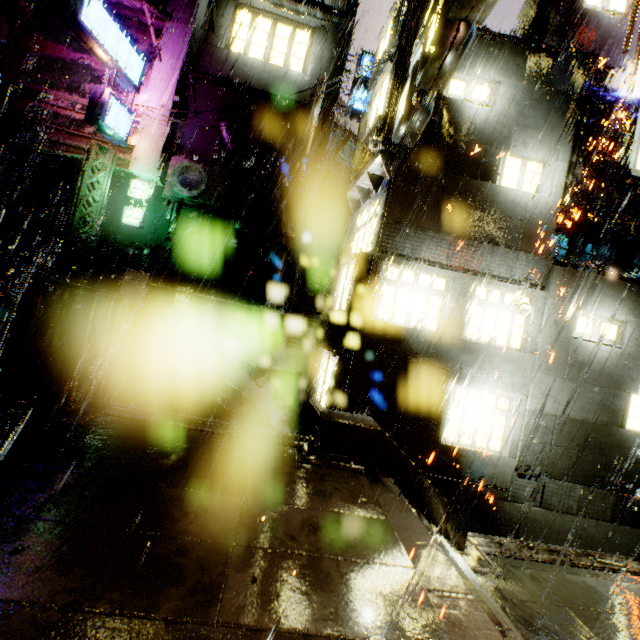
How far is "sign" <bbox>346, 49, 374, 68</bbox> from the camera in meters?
19.8

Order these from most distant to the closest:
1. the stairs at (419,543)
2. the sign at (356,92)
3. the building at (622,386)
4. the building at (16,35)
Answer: the sign at (356,92) < the building at (16,35) < the building at (622,386) < the stairs at (419,543)

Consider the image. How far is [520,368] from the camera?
9.3m

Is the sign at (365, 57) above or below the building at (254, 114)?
above

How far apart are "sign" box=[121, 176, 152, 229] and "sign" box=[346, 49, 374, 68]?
13.87m

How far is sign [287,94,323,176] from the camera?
14.5m

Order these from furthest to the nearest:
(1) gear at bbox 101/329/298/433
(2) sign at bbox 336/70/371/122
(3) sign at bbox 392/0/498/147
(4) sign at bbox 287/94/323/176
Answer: (2) sign at bbox 336/70/371/122, (4) sign at bbox 287/94/323/176, (1) gear at bbox 101/329/298/433, (3) sign at bbox 392/0/498/147

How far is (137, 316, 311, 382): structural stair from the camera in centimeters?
998cm
